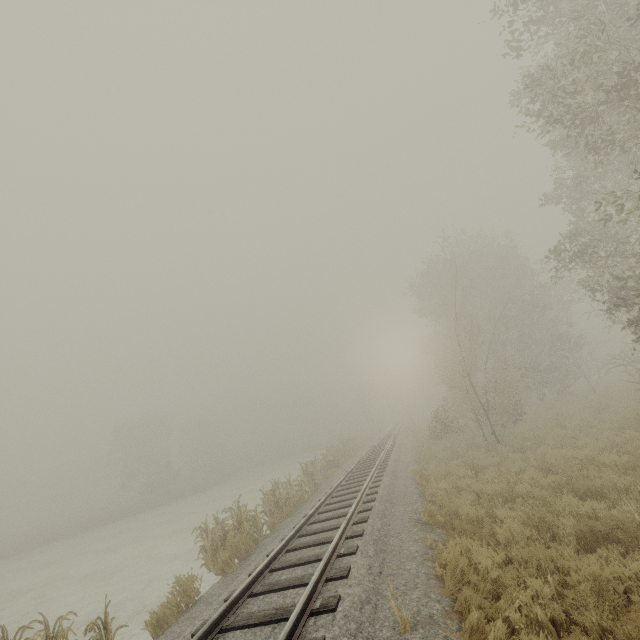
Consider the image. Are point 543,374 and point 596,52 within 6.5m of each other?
no

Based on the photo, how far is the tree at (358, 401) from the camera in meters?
51.0 m

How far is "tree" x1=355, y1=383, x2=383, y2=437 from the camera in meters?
51.0 m
